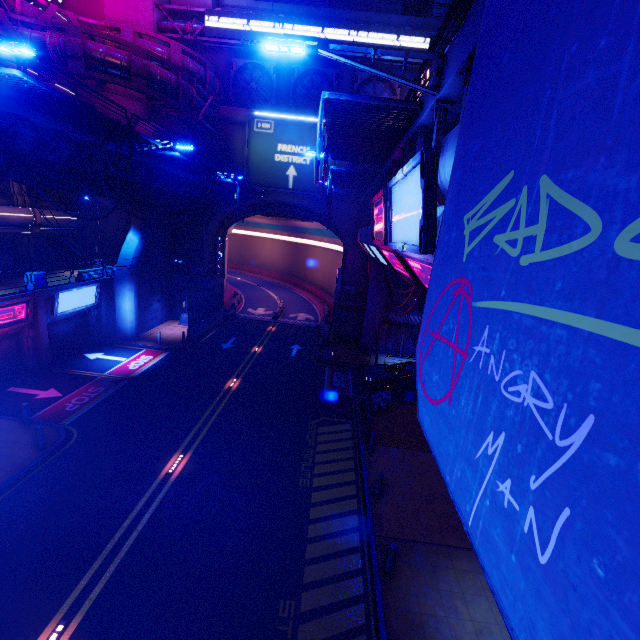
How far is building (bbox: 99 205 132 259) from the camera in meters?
27.7 m

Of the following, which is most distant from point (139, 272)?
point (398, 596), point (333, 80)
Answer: point (398, 596)

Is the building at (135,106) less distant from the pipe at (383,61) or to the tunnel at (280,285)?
the pipe at (383,61)

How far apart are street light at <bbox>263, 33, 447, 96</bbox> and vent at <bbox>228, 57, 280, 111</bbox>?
26.1m

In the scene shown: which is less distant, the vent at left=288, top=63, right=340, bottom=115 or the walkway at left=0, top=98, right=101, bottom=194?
the walkway at left=0, top=98, right=101, bottom=194

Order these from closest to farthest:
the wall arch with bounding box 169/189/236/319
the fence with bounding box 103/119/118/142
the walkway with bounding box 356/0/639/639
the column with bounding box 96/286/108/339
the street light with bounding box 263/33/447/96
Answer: the walkway with bounding box 356/0/639/639 → the street light with bounding box 263/33/447/96 → the fence with bounding box 103/119/118/142 → the column with bounding box 96/286/108/339 → the wall arch with bounding box 169/189/236/319

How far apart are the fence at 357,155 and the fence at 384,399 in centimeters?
1320cm

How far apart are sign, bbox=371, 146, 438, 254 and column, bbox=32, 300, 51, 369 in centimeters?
2044cm
